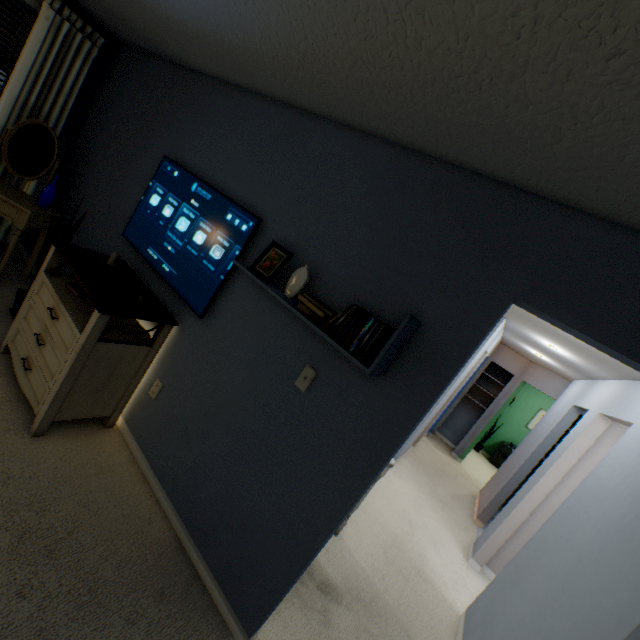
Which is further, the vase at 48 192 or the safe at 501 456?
the safe at 501 456

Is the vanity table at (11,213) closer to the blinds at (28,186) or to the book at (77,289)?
the blinds at (28,186)

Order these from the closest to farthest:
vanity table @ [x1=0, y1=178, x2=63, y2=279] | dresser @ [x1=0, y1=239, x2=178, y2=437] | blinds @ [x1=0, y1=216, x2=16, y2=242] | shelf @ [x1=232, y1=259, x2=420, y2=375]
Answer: shelf @ [x1=232, y1=259, x2=420, y2=375] < dresser @ [x1=0, y1=239, x2=178, y2=437] < vanity table @ [x1=0, y1=178, x2=63, y2=279] < blinds @ [x1=0, y1=216, x2=16, y2=242]

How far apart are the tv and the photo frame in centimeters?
26cm

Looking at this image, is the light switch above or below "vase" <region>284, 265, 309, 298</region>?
below

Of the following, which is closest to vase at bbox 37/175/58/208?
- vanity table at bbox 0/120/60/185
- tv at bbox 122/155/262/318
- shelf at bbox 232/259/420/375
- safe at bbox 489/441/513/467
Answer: vanity table at bbox 0/120/60/185

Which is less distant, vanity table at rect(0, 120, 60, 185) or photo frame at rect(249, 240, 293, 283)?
photo frame at rect(249, 240, 293, 283)

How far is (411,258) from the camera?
1.5m
